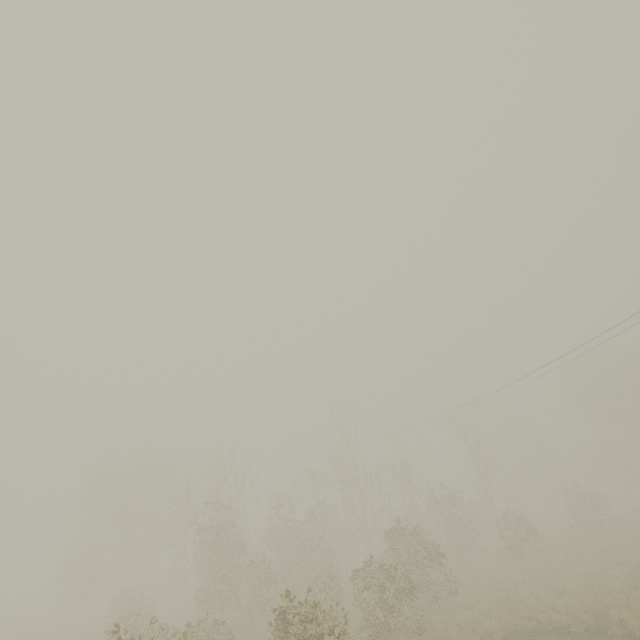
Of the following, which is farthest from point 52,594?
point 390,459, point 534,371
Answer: point 534,371
